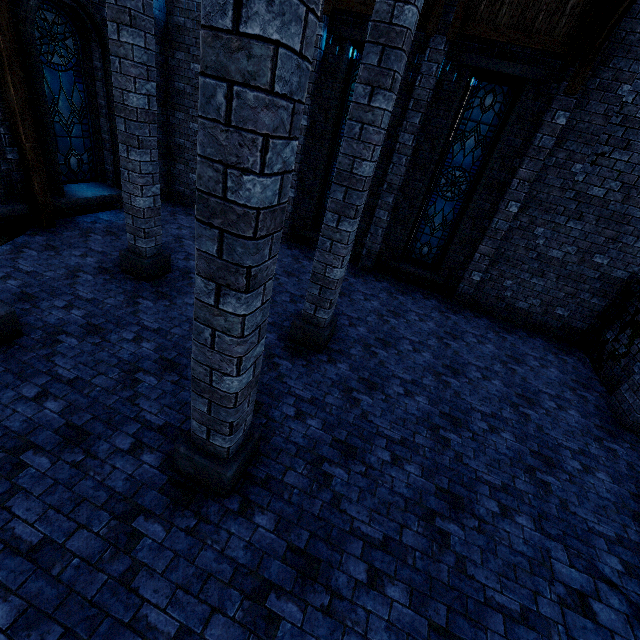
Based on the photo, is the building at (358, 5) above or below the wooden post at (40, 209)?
above

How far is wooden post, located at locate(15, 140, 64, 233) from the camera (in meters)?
6.91

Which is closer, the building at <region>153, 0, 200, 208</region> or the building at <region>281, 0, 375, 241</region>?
the building at <region>281, 0, 375, 241</region>

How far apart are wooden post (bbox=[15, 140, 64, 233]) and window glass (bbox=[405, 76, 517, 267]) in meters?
9.2 m

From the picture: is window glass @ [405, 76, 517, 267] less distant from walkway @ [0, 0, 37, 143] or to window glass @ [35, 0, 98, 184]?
walkway @ [0, 0, 37, 143]

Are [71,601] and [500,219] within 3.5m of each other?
no

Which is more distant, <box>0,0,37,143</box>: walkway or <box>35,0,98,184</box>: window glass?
<box>35,0,98,184</box>: window glass

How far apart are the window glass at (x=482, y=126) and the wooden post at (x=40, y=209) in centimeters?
918cm
